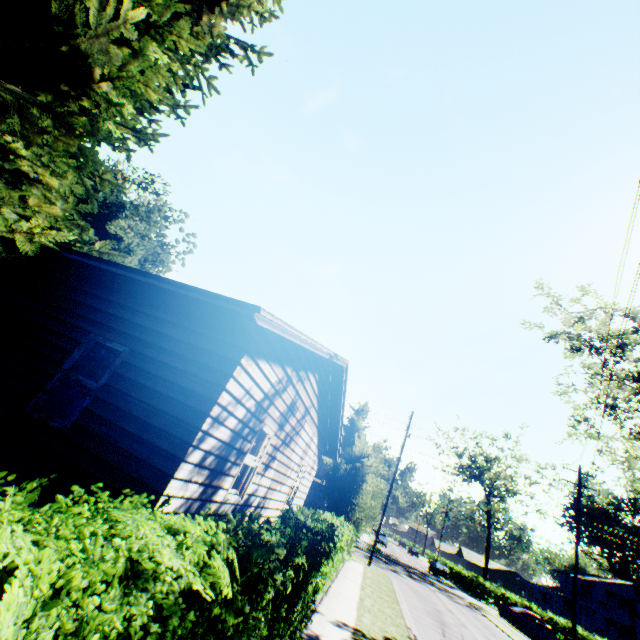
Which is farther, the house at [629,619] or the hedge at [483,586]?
the house at [629,619]

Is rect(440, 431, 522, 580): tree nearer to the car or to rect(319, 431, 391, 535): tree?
the car

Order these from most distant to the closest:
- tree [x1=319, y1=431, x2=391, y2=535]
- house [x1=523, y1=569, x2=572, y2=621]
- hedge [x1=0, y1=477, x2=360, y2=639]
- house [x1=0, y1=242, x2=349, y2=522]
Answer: house [x1=523, y1=569, x2=572, y2=621], tree [x1=319, y1=431, x2=391, y2=535], house [x1=0, y1=242, x2=349, y2=522], hedge [x1=0, y1=477, x2=360, y2=639]

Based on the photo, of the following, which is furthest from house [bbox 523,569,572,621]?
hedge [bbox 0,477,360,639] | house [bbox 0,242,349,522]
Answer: hedge [bbox 0,477,360,639]

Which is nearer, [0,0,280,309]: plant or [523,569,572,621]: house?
[0,0,280,309]: plant

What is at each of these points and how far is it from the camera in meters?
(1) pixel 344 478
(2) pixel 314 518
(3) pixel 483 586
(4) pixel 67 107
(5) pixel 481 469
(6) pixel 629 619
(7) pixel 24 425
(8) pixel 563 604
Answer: (1) tree, 17.4
(2) hedge, 8.4
(3) hedge, 42.3
(4) plant, 7.1
(5) tree, 47.6
(6) house, 47.2
(7) house, 5.3
(8) house, 55.0

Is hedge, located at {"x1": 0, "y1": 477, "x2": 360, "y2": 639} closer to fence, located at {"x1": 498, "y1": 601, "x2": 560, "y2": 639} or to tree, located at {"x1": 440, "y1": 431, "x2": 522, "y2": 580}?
fence, located at {"x1": 498, "y1": 601, "x2": 560, "y2": 639}

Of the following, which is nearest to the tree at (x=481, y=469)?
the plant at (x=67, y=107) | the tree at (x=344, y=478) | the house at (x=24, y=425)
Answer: the plant at (x=67, y=107)
